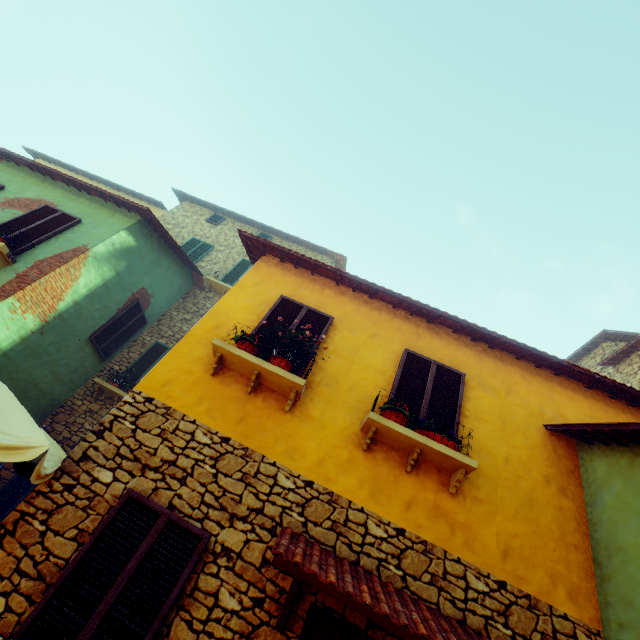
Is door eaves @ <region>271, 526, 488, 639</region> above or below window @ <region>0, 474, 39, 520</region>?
above

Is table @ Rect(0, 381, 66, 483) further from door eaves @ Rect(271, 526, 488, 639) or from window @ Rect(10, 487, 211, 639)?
door eaves @ Rect(271, 526, 488, 639)

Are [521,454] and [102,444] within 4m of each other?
no

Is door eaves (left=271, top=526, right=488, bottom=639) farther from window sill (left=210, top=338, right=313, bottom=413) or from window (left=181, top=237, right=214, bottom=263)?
window (left=181, top=237, right=214, bottom=263)

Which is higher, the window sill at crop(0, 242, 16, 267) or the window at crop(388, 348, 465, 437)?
the window at crop(388, 348, 465, 437)

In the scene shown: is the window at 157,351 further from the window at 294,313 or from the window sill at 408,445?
the window sill at 408,445

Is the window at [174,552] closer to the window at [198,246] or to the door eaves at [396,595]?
the door eaves at [396,595]

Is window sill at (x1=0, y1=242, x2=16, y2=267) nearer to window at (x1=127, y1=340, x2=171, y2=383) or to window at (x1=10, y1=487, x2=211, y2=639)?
window at (x1=127, y1=340, x2=171, y2=383)
